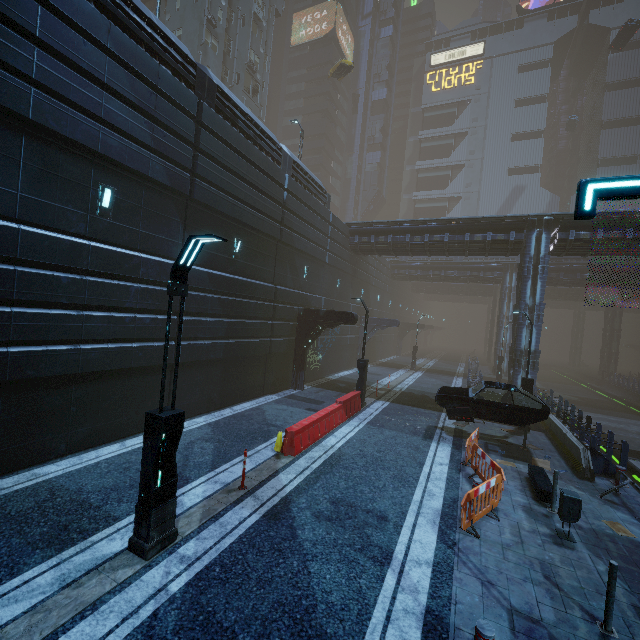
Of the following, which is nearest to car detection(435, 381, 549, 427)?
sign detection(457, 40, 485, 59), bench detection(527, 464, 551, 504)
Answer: bench detection(527, 464, 551, 504)

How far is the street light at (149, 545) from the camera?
5.5 meters

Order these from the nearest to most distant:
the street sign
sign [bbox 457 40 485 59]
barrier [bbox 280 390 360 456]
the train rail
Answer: the street sign < barrier [bbox 280 390 360 456] < the train rail < sign [bbox 457 40 485 59]

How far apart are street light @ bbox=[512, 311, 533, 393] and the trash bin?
8.4m

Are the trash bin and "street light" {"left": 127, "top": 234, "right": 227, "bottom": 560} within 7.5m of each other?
no

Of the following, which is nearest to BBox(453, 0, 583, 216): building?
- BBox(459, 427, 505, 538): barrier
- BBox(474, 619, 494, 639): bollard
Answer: BBox(474, 619, 494, 639): bollard

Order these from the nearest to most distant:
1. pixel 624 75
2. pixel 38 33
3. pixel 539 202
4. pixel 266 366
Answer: pixel 38 33 → pixel 266 366 → pixel 624 75 → pixel 539 202

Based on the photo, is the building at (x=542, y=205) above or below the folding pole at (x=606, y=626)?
above
